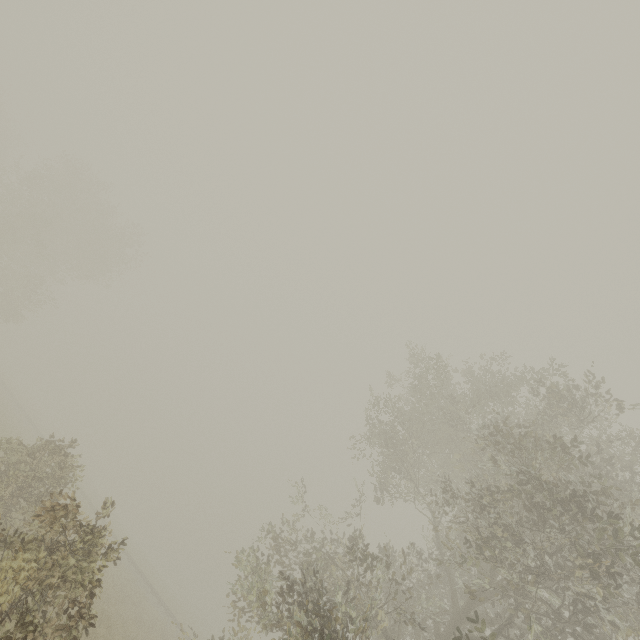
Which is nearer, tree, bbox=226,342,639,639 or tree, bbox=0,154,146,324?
tree, bbox=226,342,639,639

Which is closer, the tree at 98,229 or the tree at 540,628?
the tree at 540,628

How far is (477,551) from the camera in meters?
8.1 m
